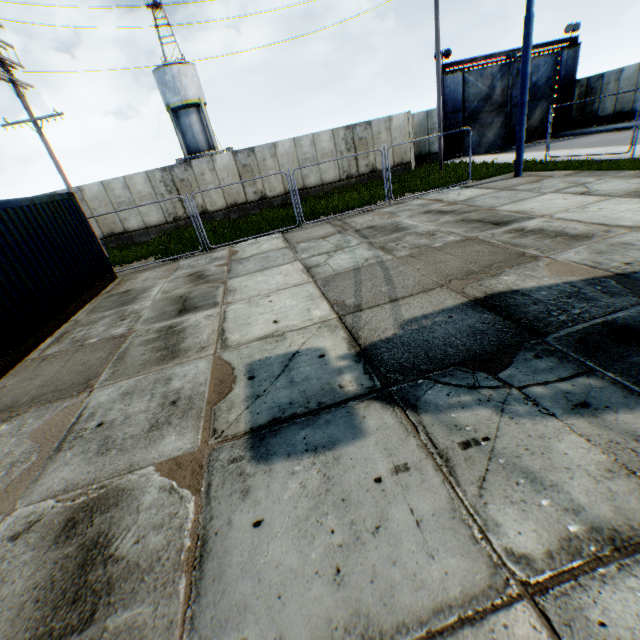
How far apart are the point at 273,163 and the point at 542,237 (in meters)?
16.51

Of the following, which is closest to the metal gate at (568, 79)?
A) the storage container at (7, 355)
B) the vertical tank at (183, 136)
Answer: the vertical tank at (183, 136)

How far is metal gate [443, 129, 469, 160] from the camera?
24.10m

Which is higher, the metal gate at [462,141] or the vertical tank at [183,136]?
the vertical tank at [183,136]

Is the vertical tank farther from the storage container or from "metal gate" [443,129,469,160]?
the storage container

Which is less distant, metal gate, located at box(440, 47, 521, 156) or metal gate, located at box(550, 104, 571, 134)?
metal gate, located at box(440, 47, 521, 156)

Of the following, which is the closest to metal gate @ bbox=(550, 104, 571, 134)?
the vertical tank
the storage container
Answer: the vertical tank

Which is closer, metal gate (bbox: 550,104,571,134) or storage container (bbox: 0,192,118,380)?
storage container (bbox: 0,192,118,380)
